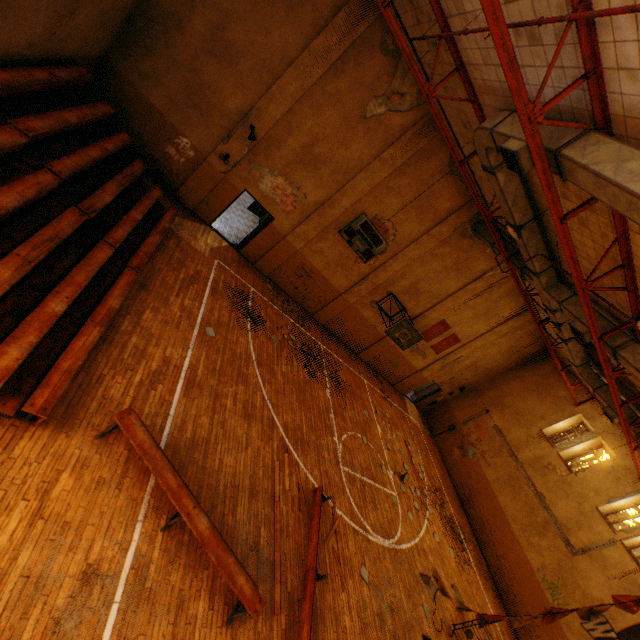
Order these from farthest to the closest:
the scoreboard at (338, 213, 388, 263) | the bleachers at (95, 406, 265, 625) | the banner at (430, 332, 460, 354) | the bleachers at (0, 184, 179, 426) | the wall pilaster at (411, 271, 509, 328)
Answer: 1. the banner at (430, 332, 460, 354)
2. the wall pilaster at (411, 271, 509, 328)
3. the scoreboard at (338, 213, 388, 263)
4. the bleachers at (95, 406, 265, 625)
5. the bleachers at (0, 184, 179, 426)

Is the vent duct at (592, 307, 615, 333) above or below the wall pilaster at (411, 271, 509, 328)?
above

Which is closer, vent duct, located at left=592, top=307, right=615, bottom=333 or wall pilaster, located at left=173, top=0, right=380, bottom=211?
vent duct, located at left=592, top=307, right=615, bottom=333

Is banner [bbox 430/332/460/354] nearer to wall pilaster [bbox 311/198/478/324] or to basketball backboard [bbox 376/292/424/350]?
basketball backboard [bbox 376/292/424/350]

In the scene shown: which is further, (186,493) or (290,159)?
(290,159)

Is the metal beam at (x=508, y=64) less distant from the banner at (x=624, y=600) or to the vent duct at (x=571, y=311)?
the vent duct at (x=571, y=311)

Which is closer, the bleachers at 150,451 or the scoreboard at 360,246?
the bleachers at 150,451

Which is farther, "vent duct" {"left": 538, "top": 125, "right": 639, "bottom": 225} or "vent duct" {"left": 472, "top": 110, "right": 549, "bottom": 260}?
"vent duct" {"left": 472, "top": 110, "right": 549, "bottom": 260}
